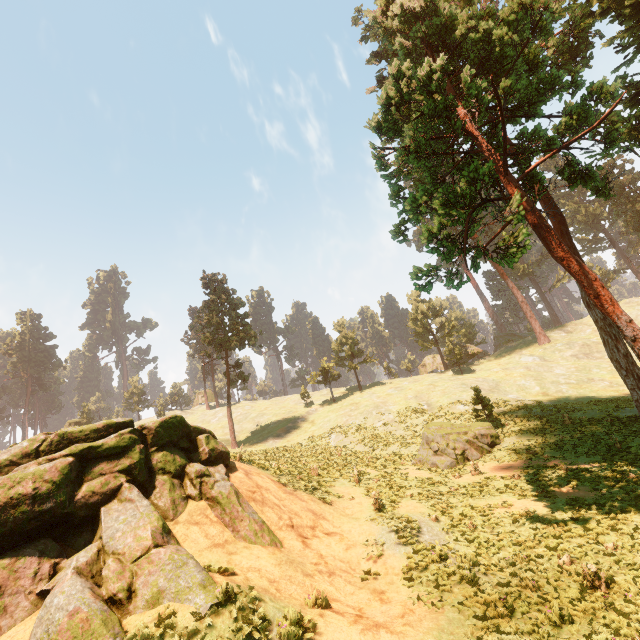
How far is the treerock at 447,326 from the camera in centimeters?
5056cm

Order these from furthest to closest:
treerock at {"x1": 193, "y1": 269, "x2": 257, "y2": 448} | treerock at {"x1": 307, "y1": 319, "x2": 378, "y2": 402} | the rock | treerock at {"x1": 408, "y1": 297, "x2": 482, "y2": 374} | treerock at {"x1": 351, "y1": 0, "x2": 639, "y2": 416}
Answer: treerock at {"x1": 307, "y1": 319, "x2": 378, "y2": 402} → treerock at {"x1": 408, "y1": 297, "x2": 482, "y2": 374} → treerock at {"x1": 193, "y1": 269, "x2": 257, "y2": 448} → treerock at {"x1": 351, "y1": 0, "x2": 639, "y2": 416} → the rock

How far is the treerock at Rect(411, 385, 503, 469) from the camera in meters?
21.5

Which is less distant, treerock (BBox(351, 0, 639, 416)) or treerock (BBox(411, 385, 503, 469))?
treerock (BBox(351, 0, 639, 416))

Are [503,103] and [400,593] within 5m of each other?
no

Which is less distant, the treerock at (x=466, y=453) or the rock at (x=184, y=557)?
the rock at (x=184, y=557)
